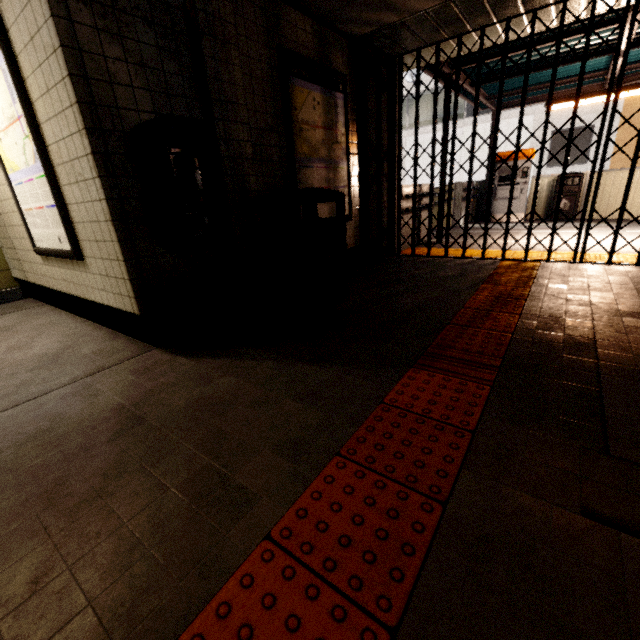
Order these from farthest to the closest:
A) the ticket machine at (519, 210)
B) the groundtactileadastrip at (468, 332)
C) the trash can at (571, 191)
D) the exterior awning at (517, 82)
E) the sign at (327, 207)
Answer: the ticket machine at (519, 210) < the trash can at (571, 191) < the exterior awning at (517, 82) < the sign at (327, 207) < the groundtactileadastrip at (468, 332)

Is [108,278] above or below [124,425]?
above

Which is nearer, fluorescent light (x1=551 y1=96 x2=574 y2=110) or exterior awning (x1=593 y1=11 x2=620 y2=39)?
exterior awning (x1=593 y1=11 x2=620 y2=39)

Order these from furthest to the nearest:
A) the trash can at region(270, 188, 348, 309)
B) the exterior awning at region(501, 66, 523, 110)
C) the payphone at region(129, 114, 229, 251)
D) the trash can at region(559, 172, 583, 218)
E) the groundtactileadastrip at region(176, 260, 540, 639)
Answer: the trash can at region(559, 172, 583, 218) → the exterior awning at region(501, 66, 523, 110) → the trash can at region(270, 188, 348, 309) → the payphone at region(129, 114, 229, 251) → the groundtactileadastrip at region(176, 260, 540, 639)

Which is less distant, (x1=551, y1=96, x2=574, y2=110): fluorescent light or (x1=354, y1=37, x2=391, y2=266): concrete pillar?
(x1=354, y1=37, x2=391, y2=266): concrete pillar

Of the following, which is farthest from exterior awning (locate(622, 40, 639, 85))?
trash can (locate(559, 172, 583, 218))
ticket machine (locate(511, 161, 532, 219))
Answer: trash can (locate(559, 172, 583, 218))

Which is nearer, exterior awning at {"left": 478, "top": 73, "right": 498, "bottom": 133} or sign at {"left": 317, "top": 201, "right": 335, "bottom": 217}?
sign at {"left": 317, "top": 201, "right": 335, "bottom": 217}

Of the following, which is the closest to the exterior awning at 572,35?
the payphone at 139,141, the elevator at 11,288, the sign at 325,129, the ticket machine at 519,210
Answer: the ticket machine at 519,210
